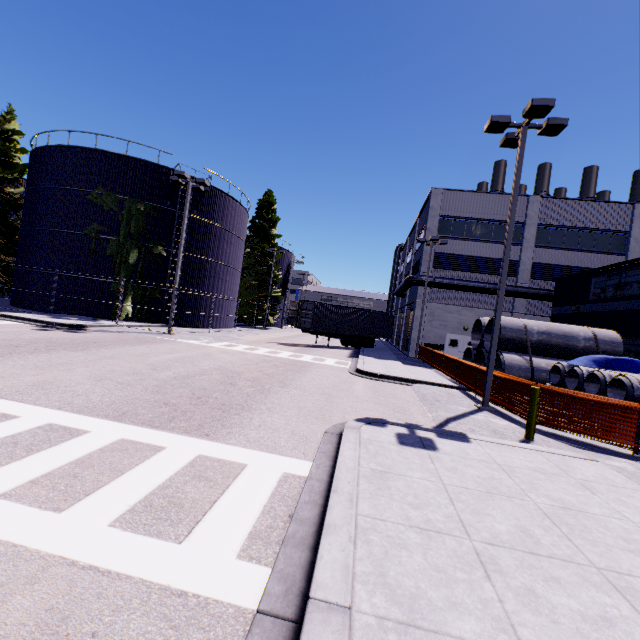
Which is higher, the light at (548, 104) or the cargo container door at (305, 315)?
the light at (548, 104)

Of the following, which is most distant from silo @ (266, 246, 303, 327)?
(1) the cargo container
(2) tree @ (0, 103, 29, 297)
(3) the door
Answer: (3) the door

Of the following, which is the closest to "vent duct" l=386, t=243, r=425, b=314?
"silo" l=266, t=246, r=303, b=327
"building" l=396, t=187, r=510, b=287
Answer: "building" l=396, t=187, r=510, b=287

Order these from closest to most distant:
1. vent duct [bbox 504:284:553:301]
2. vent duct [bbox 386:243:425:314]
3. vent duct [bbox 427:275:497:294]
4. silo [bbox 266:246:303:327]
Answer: vent duct [bbox 504:284:553:301] < vent duct [bbox 427:275:497:294] < vent duct [bbox 386:243:425:314] < silo [bbox 266:246:303:327]

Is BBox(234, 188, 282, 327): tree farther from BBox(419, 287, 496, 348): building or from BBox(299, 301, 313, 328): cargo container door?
BBox(299, 301, 313, 328): cargo container door

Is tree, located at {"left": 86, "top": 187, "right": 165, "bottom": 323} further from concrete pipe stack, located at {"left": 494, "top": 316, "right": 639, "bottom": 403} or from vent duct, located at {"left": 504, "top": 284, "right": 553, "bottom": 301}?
vent duct, located at {"left": 504, "top": 284, "right": 553, "bottom": 301}

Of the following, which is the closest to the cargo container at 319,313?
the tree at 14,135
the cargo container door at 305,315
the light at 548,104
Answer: the cargo container door at 305,315

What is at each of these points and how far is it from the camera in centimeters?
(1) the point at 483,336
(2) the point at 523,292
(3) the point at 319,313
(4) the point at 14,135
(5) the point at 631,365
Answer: (1) concrete pipe stack, 1781cm
(2) vent duct, 2592cm
(3) cargo container, 2642cm
(4) tree, 2755cm
(5) tarp, 1215cm
